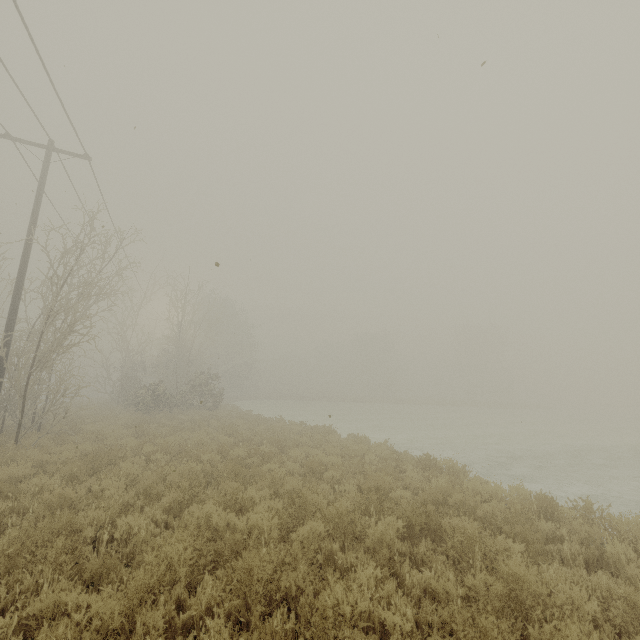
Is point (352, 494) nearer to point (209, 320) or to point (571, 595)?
point (571, 595)
